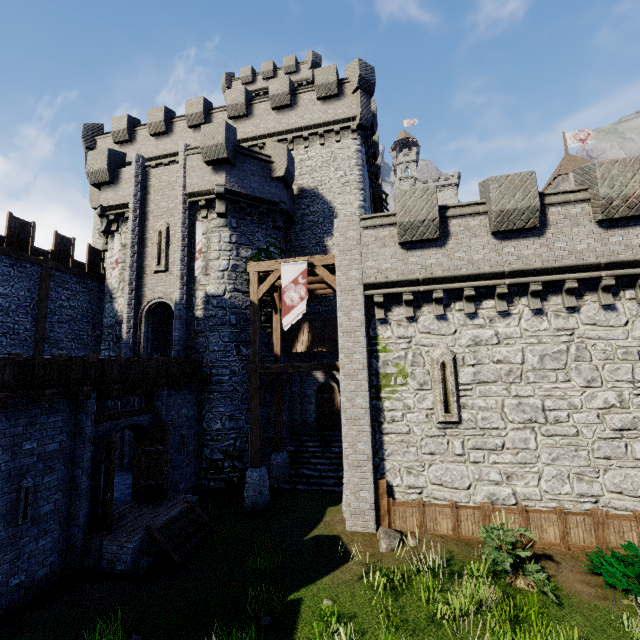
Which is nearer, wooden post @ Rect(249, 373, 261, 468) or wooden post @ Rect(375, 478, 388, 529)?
wooden post @ Rect(375, 478, 388, 529)

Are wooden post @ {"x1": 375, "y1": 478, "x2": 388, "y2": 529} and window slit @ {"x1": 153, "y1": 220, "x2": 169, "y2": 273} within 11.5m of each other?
no

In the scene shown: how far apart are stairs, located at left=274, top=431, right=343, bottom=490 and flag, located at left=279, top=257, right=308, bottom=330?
7.0 meters

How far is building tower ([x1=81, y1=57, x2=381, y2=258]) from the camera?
19.2m

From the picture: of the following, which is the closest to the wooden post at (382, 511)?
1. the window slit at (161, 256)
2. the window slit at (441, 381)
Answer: the window slit at (441, 381)

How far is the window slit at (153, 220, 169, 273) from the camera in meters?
16.4 m

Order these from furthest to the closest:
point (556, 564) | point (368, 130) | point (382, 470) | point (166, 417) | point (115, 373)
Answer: point (368, 130) → point (166, 417) → point (382, 470) → point (115, 373) → point (556, 564)

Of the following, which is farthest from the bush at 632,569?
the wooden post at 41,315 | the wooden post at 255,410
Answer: the wooden post at 41,315
